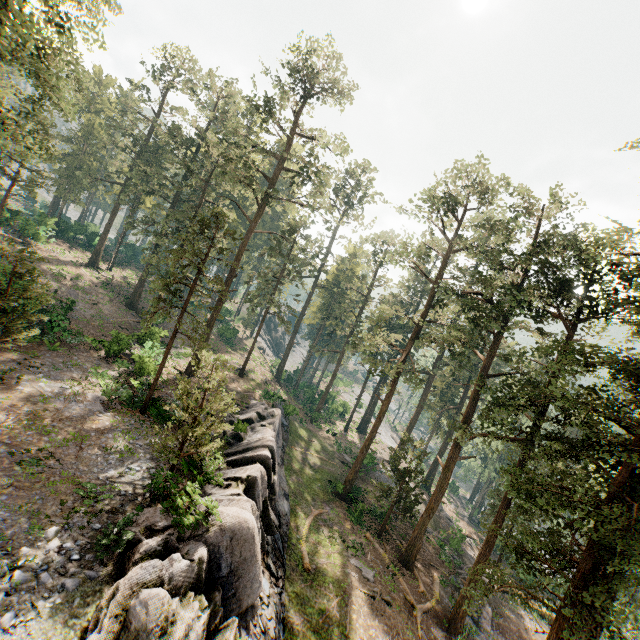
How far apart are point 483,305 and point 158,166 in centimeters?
4344cm

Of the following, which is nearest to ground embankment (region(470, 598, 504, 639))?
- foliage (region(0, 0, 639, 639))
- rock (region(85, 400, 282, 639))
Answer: foliage (region(0, 0, 639, 639))

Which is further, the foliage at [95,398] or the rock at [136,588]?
the foliage at [95,398]

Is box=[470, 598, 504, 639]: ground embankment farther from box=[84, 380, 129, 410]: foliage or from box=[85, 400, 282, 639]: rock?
box=[85, 400, 282, 639]: rock

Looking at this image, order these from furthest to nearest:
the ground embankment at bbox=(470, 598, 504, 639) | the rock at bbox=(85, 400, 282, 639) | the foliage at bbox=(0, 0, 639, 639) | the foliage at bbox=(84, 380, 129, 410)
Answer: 1. the ground embankment at bbox=(470, 598, 504, 639)
2. the foliage at bbox=(84, 380, 129, 410)
3. the foliage at bbox=(0, 0, 639, 639)
4. the rock at bbox=(85, 400, 282, 639)

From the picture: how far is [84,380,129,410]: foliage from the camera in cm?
1900

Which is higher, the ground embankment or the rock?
the rock

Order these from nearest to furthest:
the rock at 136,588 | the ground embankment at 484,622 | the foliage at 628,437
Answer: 1. the rock at 136,588
2. the foliage at 628,437
3. the ground embankment at 484,622
